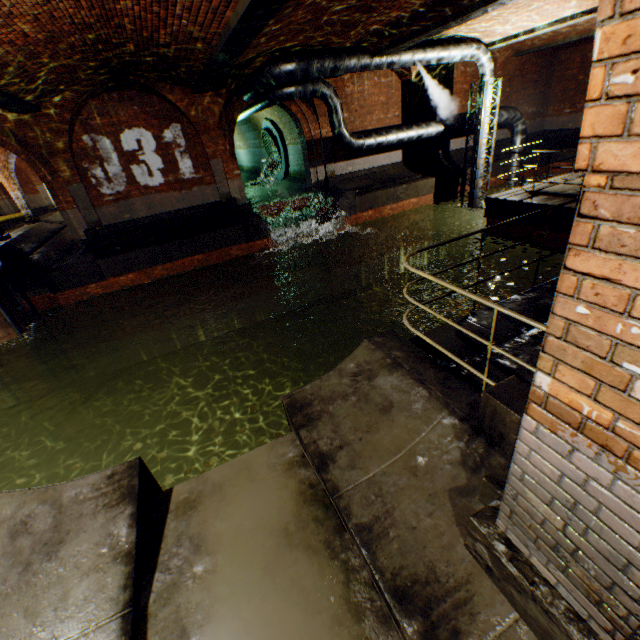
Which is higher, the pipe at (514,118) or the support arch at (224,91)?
the support arch at (224,91)

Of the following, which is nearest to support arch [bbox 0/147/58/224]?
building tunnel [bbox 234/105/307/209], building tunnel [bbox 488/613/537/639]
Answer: building tunnel [bbox 234/105/307/209]

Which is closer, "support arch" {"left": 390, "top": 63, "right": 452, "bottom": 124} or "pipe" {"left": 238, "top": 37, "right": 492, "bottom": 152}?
"pipe" {"left": 238, "top": 37, "right": 492, "bottom": 152}

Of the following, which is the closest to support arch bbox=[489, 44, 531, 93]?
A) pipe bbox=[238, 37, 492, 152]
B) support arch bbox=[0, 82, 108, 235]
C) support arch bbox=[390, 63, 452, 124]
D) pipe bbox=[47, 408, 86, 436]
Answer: support arch bbox=[390, 63, 452, 124]

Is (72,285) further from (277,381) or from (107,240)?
(277,381)

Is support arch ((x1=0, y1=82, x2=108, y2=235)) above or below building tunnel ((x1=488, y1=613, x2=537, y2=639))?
above

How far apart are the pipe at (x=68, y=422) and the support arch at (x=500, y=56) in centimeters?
2201cm

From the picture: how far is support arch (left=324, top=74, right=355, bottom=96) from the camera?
12.6 meters
